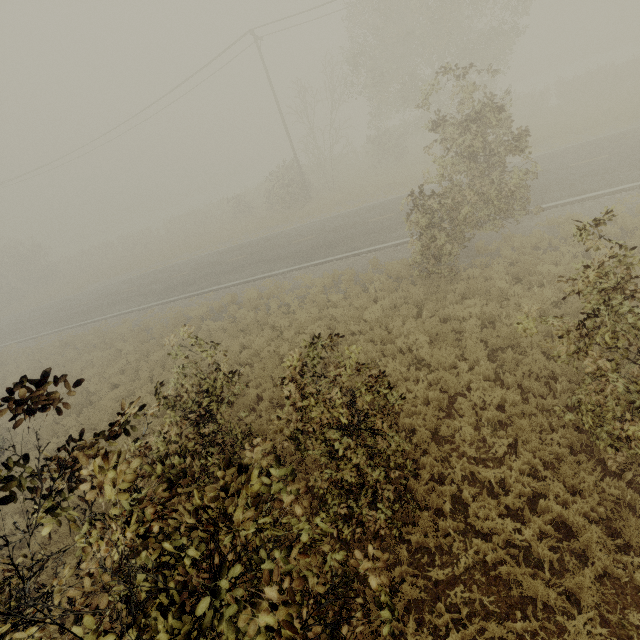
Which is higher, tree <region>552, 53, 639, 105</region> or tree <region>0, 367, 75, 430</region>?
tree <region>0, 367, 75, 430</region>

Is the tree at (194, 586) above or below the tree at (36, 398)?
below

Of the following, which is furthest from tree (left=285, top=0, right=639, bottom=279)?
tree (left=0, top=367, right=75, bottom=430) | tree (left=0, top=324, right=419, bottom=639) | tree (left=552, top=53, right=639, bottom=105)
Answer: tree (left=552, top=53, right=639, bottom=105)

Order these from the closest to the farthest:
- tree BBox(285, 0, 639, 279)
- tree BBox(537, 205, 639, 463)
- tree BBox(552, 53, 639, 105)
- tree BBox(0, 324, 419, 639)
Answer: tree BBox(0, 324, 419, 639) → tree BBox(537, 205, 639, 463) → tree BBox(285, 0, 639, 279) → tree BBox(552, 53, 639, 105)

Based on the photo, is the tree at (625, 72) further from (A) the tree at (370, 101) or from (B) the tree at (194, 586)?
(B) the tree at (194, 586)

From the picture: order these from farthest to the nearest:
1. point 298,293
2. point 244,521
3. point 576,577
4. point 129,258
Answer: point 129,258
point 298,293
point 576,577
point 244,521

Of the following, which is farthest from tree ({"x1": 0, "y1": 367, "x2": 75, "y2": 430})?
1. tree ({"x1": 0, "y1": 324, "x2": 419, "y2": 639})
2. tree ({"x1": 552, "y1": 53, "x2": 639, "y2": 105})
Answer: tree ({"x1": 552, "y1": 53, "x2": 639, "y2": 105})
